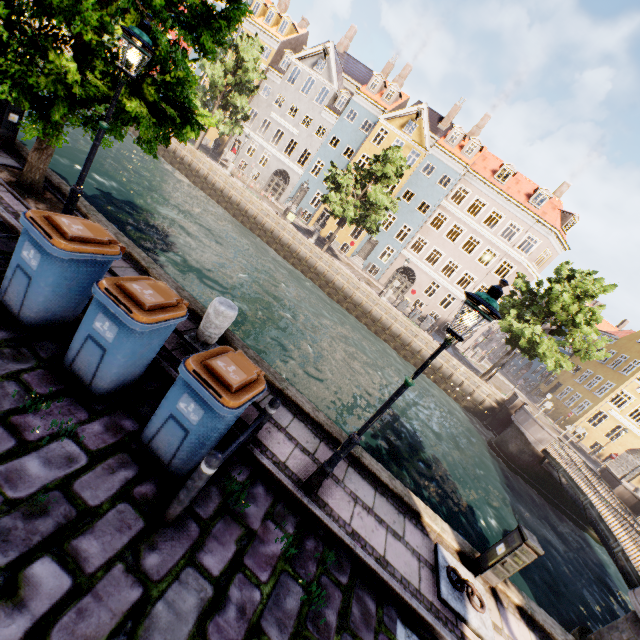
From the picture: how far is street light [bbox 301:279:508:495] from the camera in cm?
367

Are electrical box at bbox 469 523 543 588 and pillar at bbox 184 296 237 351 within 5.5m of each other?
no

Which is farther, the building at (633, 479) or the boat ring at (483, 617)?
the building at (633, 479)

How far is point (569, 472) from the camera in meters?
16.3 m

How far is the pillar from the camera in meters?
5.5 m

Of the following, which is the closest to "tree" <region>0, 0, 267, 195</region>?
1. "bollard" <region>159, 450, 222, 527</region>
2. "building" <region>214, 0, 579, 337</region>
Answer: "building" <region>214, 0, 579, 337</region>

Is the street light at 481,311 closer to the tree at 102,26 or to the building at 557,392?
the tree at 102,26

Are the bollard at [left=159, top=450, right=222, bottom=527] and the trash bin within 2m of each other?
yes
